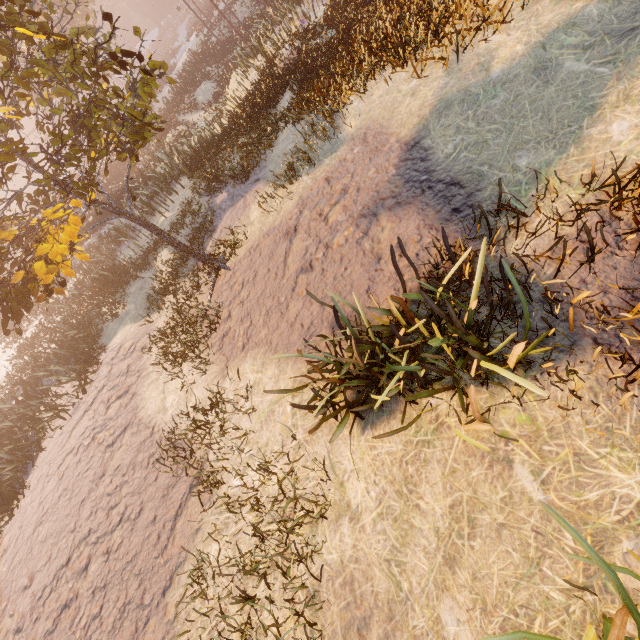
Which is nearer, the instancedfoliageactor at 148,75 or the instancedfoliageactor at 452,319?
the instancedfoliageactor at 452,319

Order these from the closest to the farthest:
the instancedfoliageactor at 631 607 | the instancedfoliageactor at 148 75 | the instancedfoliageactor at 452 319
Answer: the instancedfoliageactor at 631 607 → the instancedfoliageactor at 452 319 → the instancedfoliageactor at 148 75

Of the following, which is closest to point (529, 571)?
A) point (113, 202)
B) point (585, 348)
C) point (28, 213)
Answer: point (585, 348)

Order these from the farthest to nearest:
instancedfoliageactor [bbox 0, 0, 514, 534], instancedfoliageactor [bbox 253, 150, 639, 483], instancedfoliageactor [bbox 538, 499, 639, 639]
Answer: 1. instancedfoliageactor [bbox 0, 0, 514, 534]
2. instancedfoliageactor [bbox 253, 150, 639, 483]
3. instancedfoliageactor [bbox 538, 499, 639, 639]

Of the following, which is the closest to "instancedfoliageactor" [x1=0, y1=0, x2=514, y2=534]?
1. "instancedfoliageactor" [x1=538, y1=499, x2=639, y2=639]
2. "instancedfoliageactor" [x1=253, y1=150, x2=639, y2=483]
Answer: "instancedfoliageactor" [x1=253, y1=150, x2=639, y2=483]

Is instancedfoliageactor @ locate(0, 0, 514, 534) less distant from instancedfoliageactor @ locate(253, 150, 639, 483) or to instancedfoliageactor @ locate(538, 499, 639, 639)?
instancedfoliageactor @ locate(253, 150, 639, 483)

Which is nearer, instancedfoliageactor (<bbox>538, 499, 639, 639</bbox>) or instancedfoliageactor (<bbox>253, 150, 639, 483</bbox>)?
instancedfoliageactor (<bbox>538, 499, 639, 639</bbox>)
